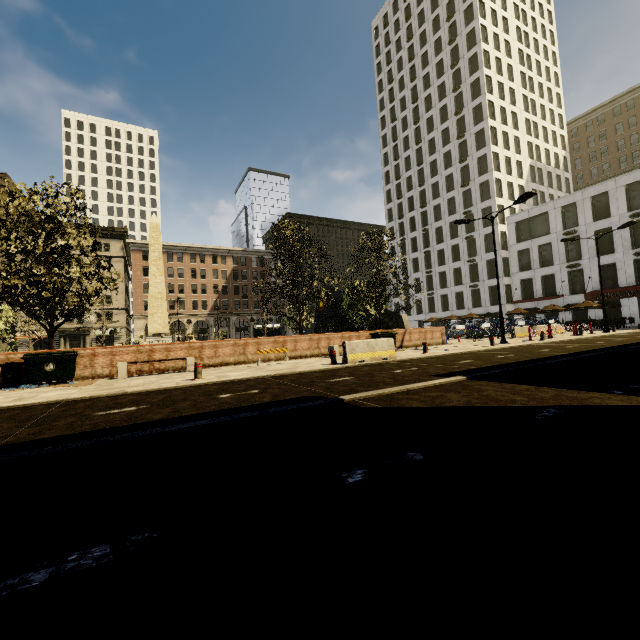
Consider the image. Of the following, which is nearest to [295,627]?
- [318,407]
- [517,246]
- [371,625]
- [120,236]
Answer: [371,625]

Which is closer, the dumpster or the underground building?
the dumpster

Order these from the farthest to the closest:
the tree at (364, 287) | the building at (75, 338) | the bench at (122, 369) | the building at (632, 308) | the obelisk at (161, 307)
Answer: the building at (75, 338)
the building at (632, 308)
the obelisk at (161, 307)
the tree at (364, 287)
the bench at (122, 369)

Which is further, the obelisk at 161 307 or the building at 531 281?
the building at 531 281

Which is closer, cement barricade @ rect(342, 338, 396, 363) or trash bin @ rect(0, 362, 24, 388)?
trash bin @ rect(0, 362, 24, 388)

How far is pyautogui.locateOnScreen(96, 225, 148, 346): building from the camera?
54.2 meters

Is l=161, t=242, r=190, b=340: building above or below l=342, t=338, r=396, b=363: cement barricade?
above

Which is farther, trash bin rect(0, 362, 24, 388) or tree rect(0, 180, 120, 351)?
tree rect(0, 180, 120, 351)
